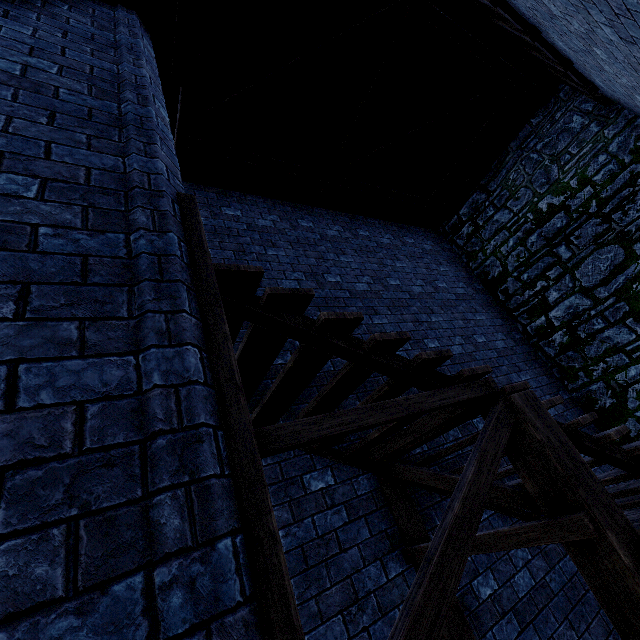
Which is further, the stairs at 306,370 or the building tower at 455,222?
the building tower at 455,222

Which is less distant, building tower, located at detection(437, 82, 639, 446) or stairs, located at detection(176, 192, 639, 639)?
stairs, located at detection(176, 192, 639, 639)

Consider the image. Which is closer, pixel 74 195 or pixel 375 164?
pixel 74 195
